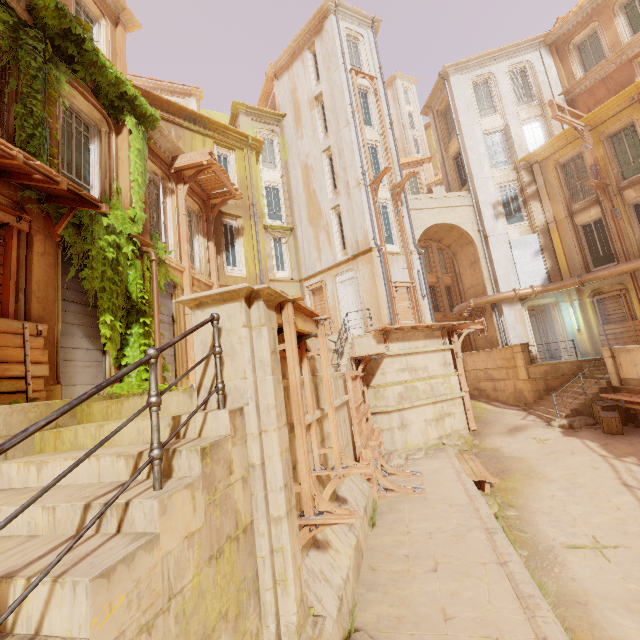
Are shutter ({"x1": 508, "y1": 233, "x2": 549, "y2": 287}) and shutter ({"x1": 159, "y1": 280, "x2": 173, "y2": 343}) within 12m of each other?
no

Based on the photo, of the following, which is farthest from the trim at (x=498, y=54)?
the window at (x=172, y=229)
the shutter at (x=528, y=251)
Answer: the window at (x=172, y=229)

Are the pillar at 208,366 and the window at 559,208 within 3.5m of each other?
no

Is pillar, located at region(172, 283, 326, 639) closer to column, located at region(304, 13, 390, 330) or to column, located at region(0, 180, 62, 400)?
column, located at region(0, 180, 62, 400)

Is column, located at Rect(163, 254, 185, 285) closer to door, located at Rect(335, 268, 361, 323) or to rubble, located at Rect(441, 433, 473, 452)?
door, located at Rect(335, 268, 361, 323)

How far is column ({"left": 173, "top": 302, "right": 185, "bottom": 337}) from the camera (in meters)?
11.17

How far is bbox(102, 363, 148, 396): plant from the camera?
5.94m

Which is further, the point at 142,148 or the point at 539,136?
the point at 539,136
